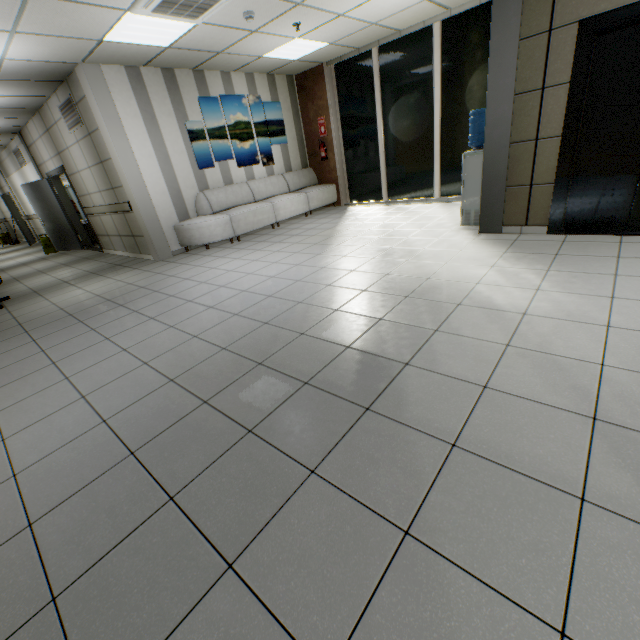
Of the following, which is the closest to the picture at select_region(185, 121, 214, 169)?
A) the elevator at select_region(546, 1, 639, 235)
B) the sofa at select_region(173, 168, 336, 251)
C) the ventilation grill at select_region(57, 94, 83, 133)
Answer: the sofa at select_region(173, 168, 336, 251)

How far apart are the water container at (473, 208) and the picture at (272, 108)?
5.03m

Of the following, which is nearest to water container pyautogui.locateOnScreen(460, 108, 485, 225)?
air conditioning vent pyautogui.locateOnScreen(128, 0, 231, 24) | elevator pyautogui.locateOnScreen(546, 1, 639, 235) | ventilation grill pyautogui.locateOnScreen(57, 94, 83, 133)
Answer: elevator pyautogui.locateOnScreen(546, 1, 639, 235)

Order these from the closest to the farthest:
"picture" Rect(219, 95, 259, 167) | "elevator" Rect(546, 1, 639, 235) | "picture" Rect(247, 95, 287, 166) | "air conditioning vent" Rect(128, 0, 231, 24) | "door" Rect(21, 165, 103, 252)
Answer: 1. "elevator" Rect(546, 1, 639, 235)
2. "air conditioning vent" Rect(128, 0, 231, 24)
3. "picture" Rect(219, 95, 259, 167)
4. "picture" Rect(247, 95, 287, 166)
5. "door" Rect(21, 165, 103, 252)

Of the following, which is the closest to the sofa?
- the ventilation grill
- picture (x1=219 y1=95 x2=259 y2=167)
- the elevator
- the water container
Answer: picture (x1=219 y1=95 x2=259 y2=167)

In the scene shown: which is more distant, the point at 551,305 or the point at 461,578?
the point at 551,305

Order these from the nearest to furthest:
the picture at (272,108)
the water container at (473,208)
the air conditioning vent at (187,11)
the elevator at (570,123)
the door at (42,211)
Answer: the elevator at (570,123) → the air conditioning vent at (187,11) → the water container at (473,208) → the picture at (272,108) → the door at (42,211)

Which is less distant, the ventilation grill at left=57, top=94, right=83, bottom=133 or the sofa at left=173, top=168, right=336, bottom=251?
the ventilation grill at left=57, top=94, right=83, bottom=133
